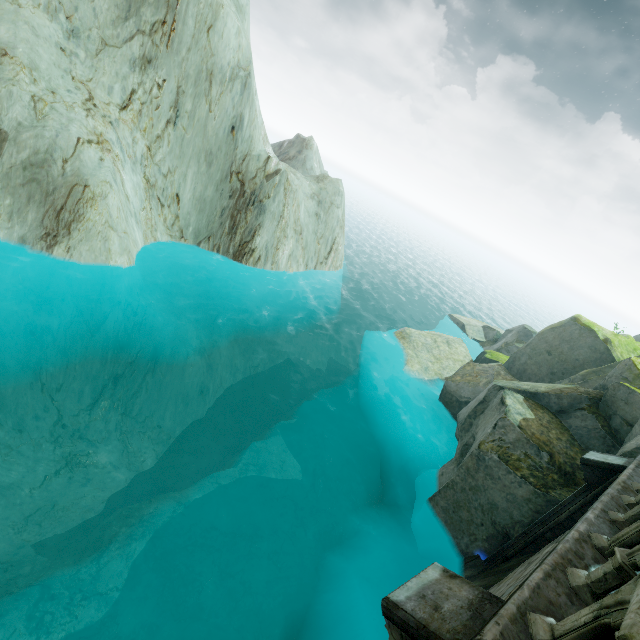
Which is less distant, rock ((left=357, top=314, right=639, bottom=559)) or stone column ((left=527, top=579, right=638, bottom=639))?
stone column ((left=527, top=579, right=638, bottom=639))

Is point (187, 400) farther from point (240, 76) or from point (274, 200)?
point (240, 76)

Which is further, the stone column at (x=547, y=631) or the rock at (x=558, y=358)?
the rock at (x=558, y=358)
